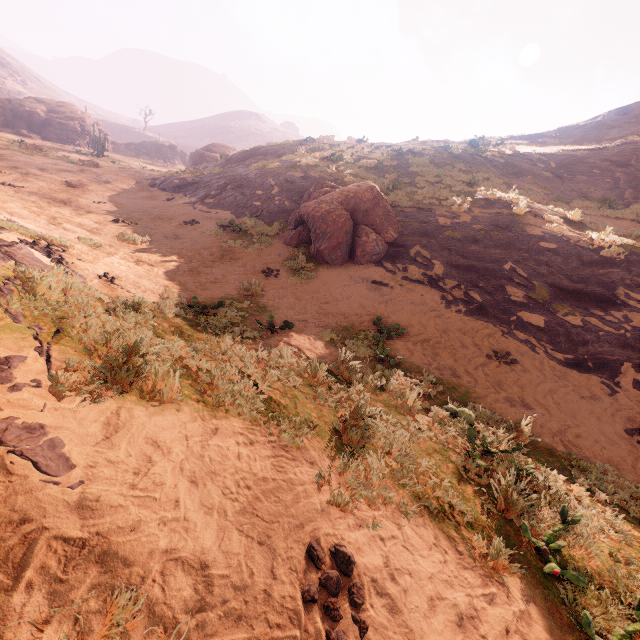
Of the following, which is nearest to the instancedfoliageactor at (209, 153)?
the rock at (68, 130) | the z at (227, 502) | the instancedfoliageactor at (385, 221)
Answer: the z at (227, 502)

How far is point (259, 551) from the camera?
2.6 meters

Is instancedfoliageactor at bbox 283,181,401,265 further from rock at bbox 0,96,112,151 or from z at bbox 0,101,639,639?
rock at bbox 0,96,112,151

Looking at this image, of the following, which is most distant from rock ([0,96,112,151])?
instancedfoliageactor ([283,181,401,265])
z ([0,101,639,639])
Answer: instancedfoliageactor ([283,181,401,265])

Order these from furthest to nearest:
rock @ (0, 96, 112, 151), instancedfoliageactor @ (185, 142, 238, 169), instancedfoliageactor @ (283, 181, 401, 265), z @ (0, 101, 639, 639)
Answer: rock @ (0, 96, 112, 151)
instancedfoliageactor @ (185, 142, 238, 169)
instancedfoliageactor @ (283, 181, 401, 265)
z @ (0, 101, 639, 639)

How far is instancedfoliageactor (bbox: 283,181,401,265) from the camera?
11.1m

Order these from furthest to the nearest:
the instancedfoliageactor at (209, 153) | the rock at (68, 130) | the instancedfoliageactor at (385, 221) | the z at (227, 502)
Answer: the rock at (68, 130)
the instancedfoliageactor at (209, 153)
the instancedfoliageactor at (385, 221)
the z at (227, 502)
